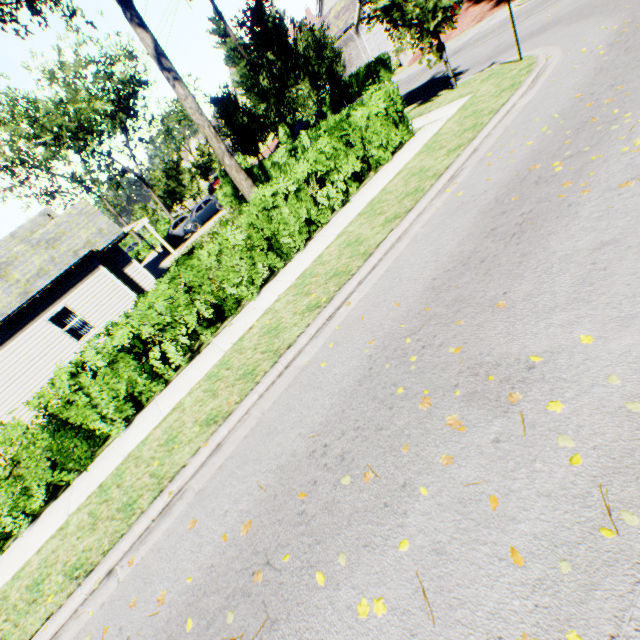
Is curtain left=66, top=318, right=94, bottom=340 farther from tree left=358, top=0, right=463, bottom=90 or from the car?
the car

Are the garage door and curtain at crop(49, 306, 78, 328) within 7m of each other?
no

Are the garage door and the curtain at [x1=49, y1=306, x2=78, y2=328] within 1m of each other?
no

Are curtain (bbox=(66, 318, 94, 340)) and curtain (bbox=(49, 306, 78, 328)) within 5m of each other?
yes

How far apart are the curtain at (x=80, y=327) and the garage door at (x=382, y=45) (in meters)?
33.24

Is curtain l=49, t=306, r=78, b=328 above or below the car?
above

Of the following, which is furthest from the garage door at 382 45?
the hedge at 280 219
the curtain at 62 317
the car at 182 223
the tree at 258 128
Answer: the hedge at 280 219

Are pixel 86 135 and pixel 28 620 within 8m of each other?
no
